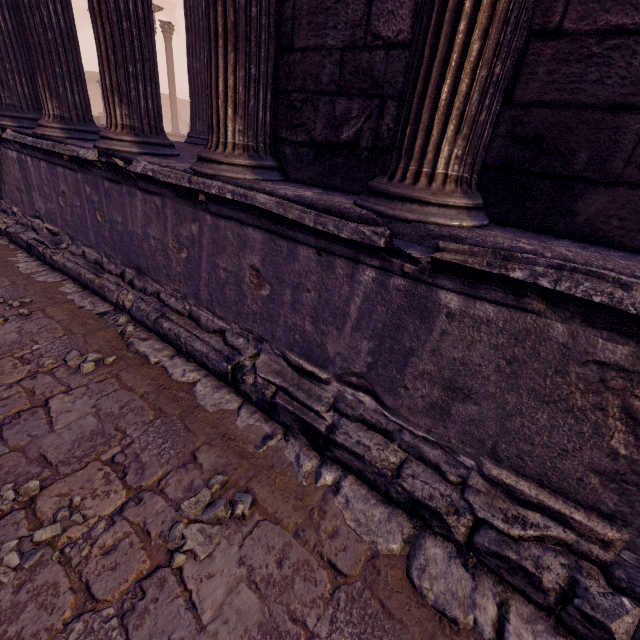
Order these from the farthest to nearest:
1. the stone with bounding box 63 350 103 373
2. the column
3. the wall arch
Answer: the wall arch < the column < the stone with bounding box 63 350 103 373

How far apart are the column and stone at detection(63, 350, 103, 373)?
23.0 meters

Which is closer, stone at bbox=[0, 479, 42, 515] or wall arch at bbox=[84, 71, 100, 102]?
stone at bbox=[0, 479, 42, 515]

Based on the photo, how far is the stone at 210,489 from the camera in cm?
151

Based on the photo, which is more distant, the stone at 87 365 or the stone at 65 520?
the stone at 87 365

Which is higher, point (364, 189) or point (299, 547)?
point (364, 189)

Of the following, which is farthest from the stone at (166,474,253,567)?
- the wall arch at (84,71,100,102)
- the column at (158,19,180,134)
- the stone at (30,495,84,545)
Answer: the wall arch at (84,71,100,102)

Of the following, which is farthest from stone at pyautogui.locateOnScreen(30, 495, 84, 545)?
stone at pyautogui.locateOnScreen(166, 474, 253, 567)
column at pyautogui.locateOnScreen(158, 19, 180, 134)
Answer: → column at pyautogui.locateOnScreen(158, 19, 180, 134)
